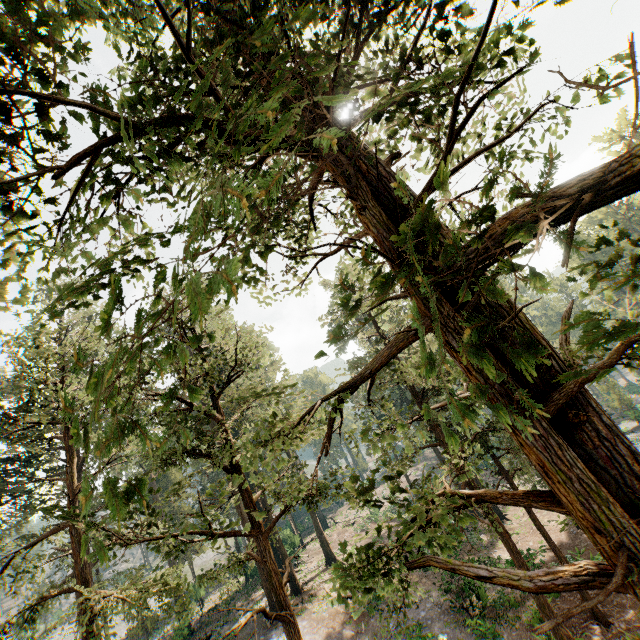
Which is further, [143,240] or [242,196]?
[143,240]
